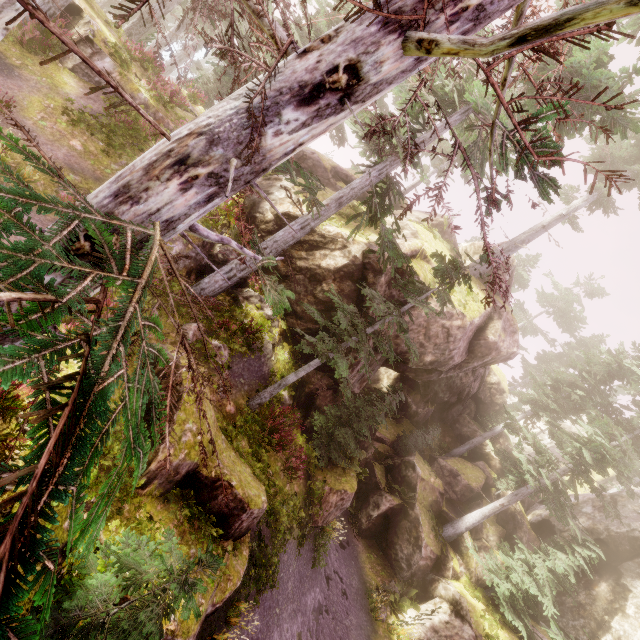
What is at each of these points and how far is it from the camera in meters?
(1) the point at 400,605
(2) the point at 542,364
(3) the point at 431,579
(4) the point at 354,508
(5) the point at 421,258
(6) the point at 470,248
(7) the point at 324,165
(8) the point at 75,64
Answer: (1) instancedfoliageactor, 16.1
(2) instancedfoliageactor, 35.1
(3) rock, 17.6
(4) instancedfoliageactor, 20.2
(5) rock, 16.5
(6) rock, 24.3
(7) rock, 20.6
(8) rock, 13.0

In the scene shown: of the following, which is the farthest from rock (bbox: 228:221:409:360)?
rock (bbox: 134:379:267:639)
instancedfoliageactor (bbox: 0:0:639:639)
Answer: rock (bbox: 134:379:267:639)

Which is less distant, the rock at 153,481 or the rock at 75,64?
the rock at 153,481

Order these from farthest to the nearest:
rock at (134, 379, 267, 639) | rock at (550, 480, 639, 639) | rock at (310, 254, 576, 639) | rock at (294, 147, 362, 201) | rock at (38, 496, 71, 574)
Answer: rock at (294, 147, 362, 201)
rock at (550, 480, 639, 639)
rock at (310, 254, 576, 639)
rock at (134, 379, 267, 639)
rock at (38, 496, 71, 574)

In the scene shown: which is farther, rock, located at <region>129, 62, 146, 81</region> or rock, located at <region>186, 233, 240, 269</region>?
rock, located at <region>129, 62, 146, 81</region>

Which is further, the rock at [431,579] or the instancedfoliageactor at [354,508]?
the instancedfoliageactor at [354,508]
